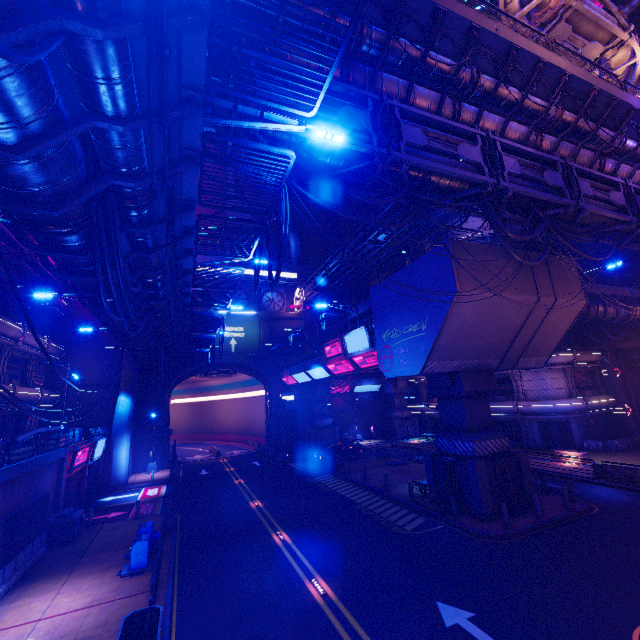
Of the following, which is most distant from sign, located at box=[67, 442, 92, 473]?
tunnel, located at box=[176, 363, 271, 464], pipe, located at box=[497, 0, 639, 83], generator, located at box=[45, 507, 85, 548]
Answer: tunnel, located at box=[176, 363, 271, 464]

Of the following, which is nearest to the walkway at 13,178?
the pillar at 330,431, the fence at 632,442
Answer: the pillar at 330,431

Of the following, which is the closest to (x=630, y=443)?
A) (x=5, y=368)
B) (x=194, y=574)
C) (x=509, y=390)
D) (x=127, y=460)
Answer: (x=509, y=390)

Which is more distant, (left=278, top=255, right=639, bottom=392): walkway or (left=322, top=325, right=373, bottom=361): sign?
(left=322, top=325, right=373, bottom=361): sign

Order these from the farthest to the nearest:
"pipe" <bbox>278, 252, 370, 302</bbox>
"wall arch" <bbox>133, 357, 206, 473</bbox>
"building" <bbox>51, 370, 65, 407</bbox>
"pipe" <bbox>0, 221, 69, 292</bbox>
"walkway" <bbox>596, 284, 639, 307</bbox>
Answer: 1. "pipe" <bbox>278, 252, 370, 302</bbox>
2. "wall arch" <bbox>133, 357, 206, 473</bbox>
3. "building" <bbox>51, 370, 65, 407</bbox>
4. "walkway" <bbox>596, 284, 639, 307</bbox>
5. "pipe" <bbox>0, 221, 69, 292</bbox>

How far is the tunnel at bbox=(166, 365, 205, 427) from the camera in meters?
39.7 m

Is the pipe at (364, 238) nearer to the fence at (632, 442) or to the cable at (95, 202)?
the cable at (95, 202)

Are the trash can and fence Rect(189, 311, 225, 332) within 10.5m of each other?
no
